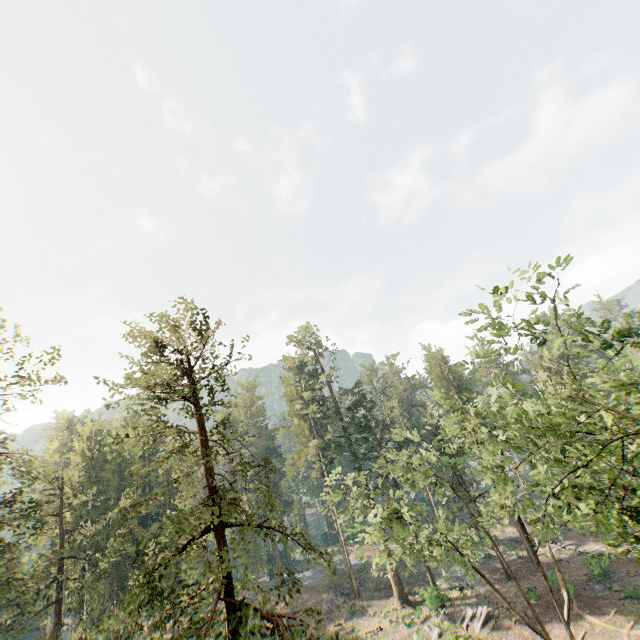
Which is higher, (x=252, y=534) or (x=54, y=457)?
(x=54, y=457)

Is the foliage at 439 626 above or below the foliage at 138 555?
below

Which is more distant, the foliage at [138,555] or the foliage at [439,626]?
the foliage at [439,626]

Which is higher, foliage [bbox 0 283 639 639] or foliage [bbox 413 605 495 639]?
foliage [bbox 0 283 639 639]

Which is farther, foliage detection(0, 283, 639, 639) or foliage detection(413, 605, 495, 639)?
foliage detection(413, 605, 495, 639)
